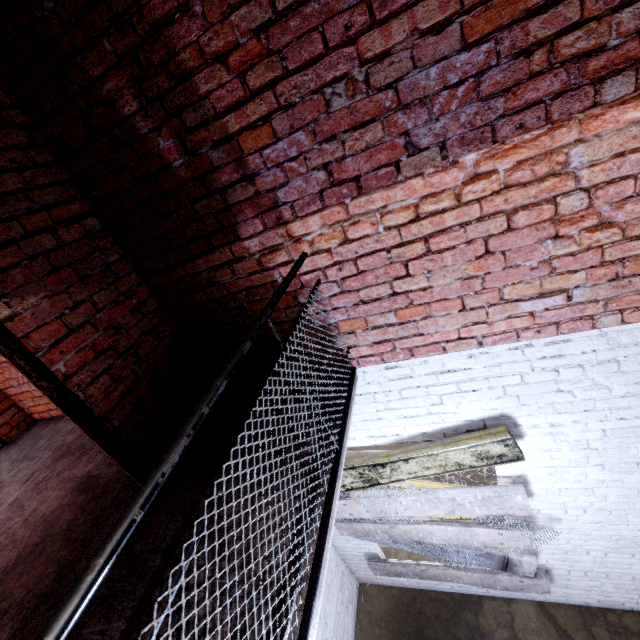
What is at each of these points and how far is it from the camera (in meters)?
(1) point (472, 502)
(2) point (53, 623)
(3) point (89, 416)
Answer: (1) wood board, 2.92
(2) metal railing, 0.59
(3) door frame, 1.91

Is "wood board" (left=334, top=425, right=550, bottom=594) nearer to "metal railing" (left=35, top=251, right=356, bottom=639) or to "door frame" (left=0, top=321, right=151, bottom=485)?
"metal railing" (left=35, top=251, right=356, bottom=639)

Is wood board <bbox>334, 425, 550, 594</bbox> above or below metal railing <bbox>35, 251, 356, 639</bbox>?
below

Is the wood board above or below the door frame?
below

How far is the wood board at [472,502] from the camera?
2.6m

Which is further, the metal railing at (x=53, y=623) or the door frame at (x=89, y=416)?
the door frame at (x=89, y=416)

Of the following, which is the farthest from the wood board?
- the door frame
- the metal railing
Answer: the door frame

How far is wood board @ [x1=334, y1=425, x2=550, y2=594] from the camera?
2.6 meters
